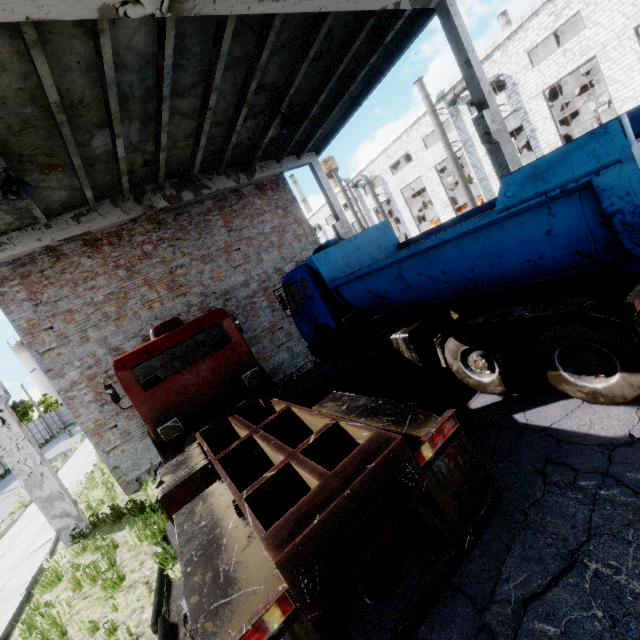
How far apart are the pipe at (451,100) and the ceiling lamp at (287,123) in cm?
1978

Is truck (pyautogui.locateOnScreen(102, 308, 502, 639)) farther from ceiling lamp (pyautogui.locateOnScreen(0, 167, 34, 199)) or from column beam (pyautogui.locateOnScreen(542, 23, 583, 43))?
column beam (pyautogui.locateOnScreen(542, 23, 583, 43))

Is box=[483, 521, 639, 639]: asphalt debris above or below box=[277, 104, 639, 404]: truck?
below

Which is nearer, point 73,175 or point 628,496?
point 628,496

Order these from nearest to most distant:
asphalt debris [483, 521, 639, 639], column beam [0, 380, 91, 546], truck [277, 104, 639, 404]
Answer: asphalt debris [483, 521, 639, 639], truck [277, 104, 639, 404], column beam [0, 380, 91, 546]

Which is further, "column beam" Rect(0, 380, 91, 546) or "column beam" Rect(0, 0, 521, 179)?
"column beam" Rect(0, 380, 91, 546)

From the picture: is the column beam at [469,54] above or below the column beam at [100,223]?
below

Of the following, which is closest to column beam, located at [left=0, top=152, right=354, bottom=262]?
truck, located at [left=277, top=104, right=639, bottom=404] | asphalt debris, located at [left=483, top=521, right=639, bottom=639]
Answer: truck, located at [left=277, top=104, right=639, bottom=404]
